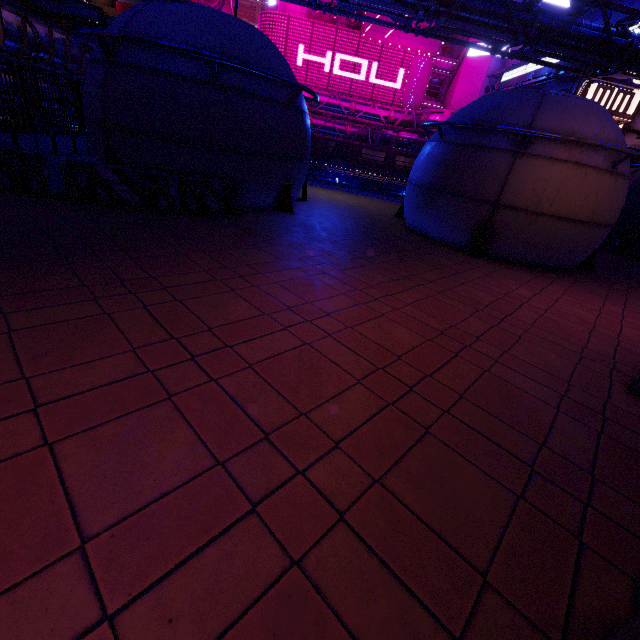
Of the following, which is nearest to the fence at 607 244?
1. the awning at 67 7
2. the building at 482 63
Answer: the building at 482 63

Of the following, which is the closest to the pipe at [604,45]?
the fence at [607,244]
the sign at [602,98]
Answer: the sign at [602,98]

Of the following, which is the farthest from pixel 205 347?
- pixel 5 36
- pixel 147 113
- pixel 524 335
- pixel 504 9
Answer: pixel 5 36

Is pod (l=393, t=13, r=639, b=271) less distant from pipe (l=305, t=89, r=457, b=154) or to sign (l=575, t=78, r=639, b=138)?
pipe (l=305, t=89, r=457, b=154)

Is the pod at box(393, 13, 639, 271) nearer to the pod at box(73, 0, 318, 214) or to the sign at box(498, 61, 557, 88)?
the pod at box(73, 0, 318, 214)

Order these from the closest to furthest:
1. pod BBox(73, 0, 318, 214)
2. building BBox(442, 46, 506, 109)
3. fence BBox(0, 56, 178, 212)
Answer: fence BBox(0, 56, 178, 212)
pod BBox(73, 0, 318, 214)
building BBox(442, 46, 506, 109)

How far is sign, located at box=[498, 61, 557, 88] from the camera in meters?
27.2

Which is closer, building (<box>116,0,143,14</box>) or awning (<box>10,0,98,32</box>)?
awning (<box>10,0,98,32</box>)
